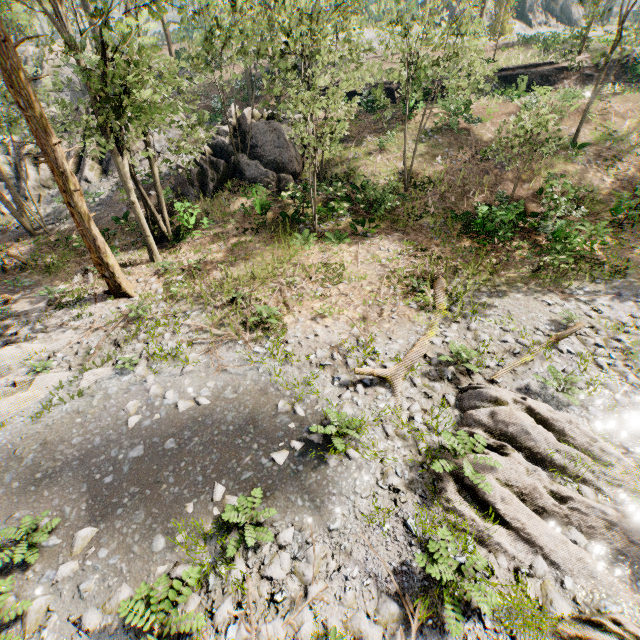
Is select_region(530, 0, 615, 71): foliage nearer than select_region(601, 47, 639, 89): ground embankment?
Yes

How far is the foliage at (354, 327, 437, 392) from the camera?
9.5m

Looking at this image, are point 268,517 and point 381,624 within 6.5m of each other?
yes

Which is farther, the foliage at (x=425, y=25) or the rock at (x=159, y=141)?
the rock at (x=159, y=141)

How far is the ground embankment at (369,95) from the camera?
24.69m

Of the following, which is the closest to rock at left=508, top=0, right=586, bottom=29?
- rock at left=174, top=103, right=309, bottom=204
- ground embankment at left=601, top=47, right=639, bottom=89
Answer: ground embankment at left=601, top=47, right=639, bottom=89

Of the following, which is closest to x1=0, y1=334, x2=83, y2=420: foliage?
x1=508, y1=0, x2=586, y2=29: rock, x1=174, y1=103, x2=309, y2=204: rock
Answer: x1=508, y1=0, x2=586, y2=29: rock

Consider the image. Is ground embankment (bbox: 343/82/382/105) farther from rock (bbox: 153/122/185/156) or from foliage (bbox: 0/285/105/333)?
foliage (bbox: 0/285/105/333)
